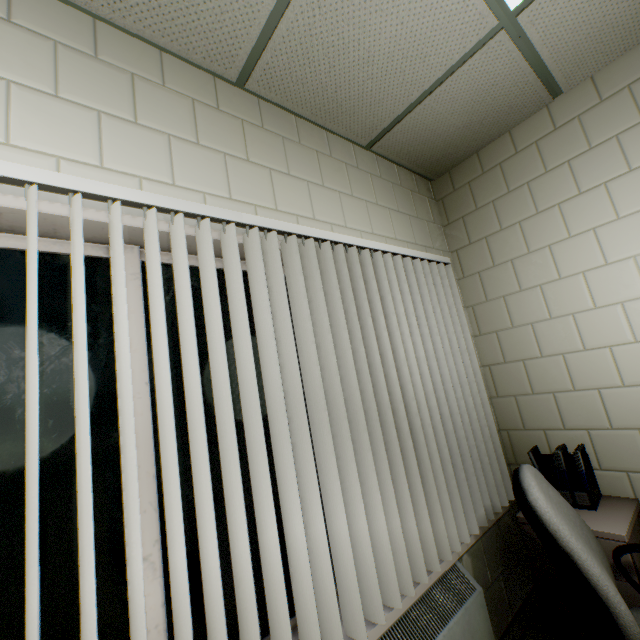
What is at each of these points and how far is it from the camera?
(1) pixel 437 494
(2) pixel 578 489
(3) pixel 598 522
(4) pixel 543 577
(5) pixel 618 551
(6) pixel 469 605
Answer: (1) blinds, 1.61m
(2) document folder, 1.93m
(3) nightstand, 1.74m
(4) drawer, 1.87m
(5) chair, 1.37m
(6) radiator, 1.57m

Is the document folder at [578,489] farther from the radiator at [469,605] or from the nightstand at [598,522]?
the radiator at [469,605]

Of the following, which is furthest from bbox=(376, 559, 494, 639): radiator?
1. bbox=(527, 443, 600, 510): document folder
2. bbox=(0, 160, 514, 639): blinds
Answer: bbox=(527, 443, 600, 510): document folder

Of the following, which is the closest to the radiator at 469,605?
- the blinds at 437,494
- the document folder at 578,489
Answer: the blinds at 437,494

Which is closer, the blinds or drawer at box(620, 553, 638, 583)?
the blinds

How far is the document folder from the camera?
1.91m

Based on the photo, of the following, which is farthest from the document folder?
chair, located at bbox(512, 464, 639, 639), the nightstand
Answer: chair, located at bbox(512, 464, 639, 639)

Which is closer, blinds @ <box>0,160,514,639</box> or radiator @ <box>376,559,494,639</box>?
blinds @ <box>0,160,514,639</box>
